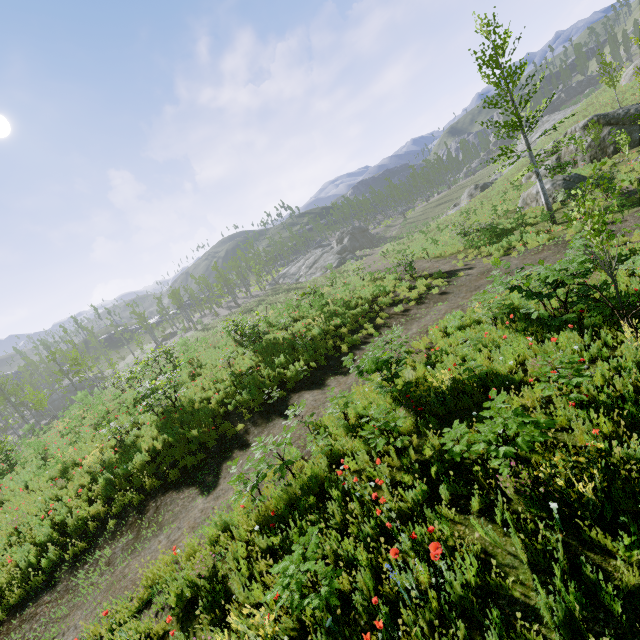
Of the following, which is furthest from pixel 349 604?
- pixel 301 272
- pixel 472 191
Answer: pixel 301 272

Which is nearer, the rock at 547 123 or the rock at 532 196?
the rock at 532 196

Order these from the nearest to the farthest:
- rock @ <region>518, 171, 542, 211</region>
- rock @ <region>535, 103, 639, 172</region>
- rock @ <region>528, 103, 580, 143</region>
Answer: rock @ <region>535, 103, 639, 172</region> → rock @ <region>518, 171, 542, 211</region> → rock @ <region>528, 103, 580, 143</region>

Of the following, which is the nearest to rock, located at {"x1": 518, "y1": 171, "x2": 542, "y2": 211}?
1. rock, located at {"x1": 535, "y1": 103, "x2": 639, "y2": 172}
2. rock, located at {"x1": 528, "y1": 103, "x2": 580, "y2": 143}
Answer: rock, located at {"x1": 535, "y1": 103, "x2": 639, "y2": 172}

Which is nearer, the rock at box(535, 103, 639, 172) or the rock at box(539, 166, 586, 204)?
the rock at box(539, 166, 586, 204)

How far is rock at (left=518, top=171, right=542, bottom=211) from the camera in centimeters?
2136cm

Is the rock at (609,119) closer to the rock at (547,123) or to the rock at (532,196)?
the rock at (532,196)
